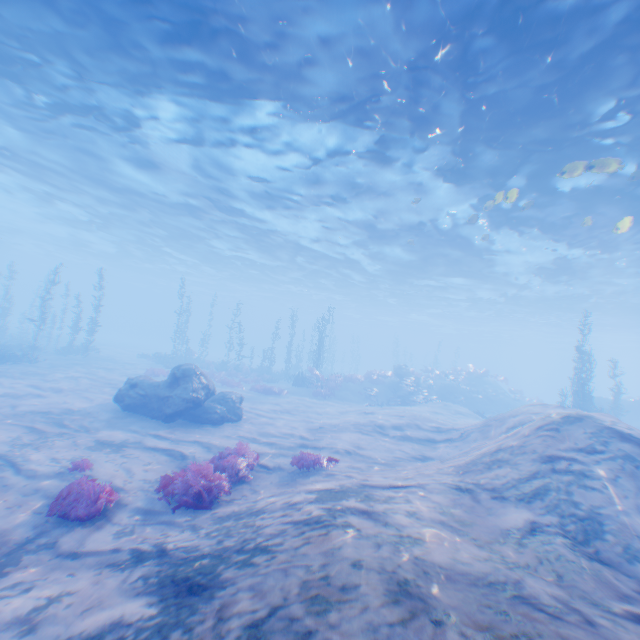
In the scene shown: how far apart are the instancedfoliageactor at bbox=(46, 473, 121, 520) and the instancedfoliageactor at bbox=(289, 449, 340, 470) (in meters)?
4.14

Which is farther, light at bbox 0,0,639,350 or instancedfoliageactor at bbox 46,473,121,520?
light at bbox 0,0,639,350

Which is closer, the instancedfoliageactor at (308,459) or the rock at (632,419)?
the instancedfoliageactor at (308,459)

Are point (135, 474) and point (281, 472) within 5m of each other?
yes

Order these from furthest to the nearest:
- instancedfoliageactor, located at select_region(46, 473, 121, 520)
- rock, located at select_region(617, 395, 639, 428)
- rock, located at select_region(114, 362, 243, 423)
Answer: rock, located at select_region(617, 395, 639, 428) < rock, located at select_region(114, 362, 243, 423) < instancedfoliageactor, located at select_region(46, 473, 121, 520)

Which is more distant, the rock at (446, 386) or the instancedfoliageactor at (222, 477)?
the rock at (446, 386)

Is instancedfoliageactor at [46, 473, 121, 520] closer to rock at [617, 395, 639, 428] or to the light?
rock at [617, 395, 639, 428]

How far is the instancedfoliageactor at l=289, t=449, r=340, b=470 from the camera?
8.9 meters
